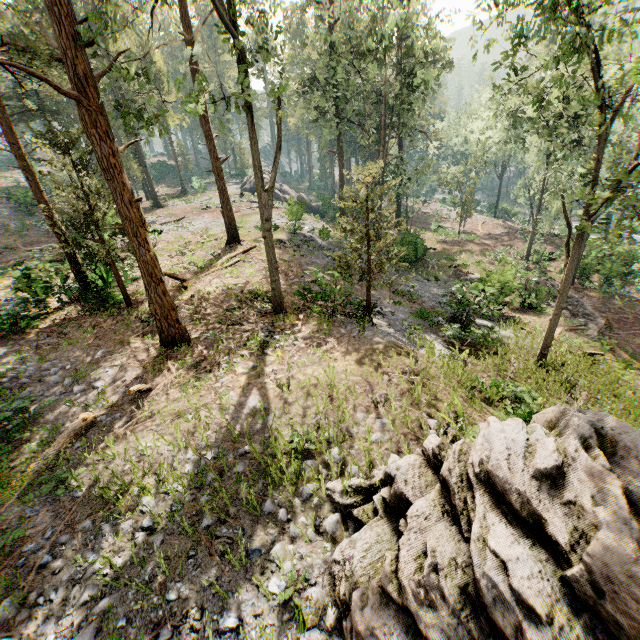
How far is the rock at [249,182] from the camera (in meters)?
44.83

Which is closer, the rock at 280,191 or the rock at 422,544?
the rock at 422,544

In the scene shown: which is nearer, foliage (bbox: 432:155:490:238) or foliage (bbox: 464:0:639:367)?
foliage (bbox: 464:0:639:367)

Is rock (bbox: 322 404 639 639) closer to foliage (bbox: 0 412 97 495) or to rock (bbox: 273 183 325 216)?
foliage (bbox: 0 412 97 495)

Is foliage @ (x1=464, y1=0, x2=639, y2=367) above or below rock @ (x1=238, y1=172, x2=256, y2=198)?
above

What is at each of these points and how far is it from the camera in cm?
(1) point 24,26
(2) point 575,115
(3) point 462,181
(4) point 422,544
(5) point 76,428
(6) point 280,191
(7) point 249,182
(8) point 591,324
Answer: (1) foliage, 4031
(2) foliage, 2545
(3) foliage, 3525
(4) rock, 457
(5) foliage, 873
(6) rock, 4747
(7) rock, 5025
(8) ground embankment, 2103

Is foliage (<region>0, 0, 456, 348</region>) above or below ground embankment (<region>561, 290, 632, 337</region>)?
above
